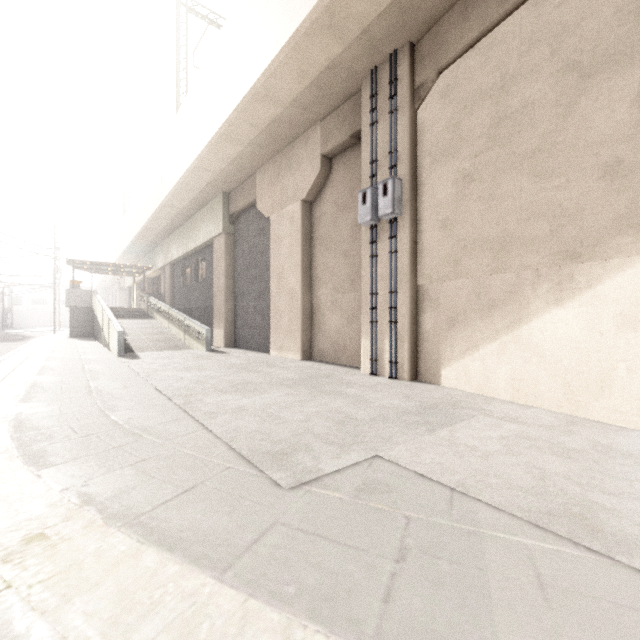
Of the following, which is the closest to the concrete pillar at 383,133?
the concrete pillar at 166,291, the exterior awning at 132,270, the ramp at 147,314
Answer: the ramp at 147,314

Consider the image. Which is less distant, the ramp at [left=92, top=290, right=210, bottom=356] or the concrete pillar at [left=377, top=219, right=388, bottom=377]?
the concrete pillar at [left=377, top=219, right=388, bottom=377]

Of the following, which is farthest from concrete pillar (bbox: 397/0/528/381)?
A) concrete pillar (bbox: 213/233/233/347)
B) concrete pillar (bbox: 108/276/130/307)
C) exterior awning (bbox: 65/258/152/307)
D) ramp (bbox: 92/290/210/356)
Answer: concrete pillar (bbox: 108/276/130/307)

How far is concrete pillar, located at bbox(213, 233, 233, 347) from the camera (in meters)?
14.48

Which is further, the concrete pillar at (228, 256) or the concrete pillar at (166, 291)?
the concrete pillar at (166, 291)

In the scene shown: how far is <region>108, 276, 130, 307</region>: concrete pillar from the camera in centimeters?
3822cm

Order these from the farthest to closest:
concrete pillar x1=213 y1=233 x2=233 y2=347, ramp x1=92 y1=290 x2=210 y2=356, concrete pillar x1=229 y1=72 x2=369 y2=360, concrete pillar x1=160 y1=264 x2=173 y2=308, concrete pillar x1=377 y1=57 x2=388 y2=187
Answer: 1. concrete pillar x1=160 y1=264 x2=173 y2=308
2. concrete pillar x1=213 y1=233 x2=233 y2=347
3. ramp x1=92 y1=290 x2=210 y2=356
4. concrete pillar x1=229 y1=72 x2=369 y2=360
5. concrete pillar x1=377 y1=57 x2=388 y2=187

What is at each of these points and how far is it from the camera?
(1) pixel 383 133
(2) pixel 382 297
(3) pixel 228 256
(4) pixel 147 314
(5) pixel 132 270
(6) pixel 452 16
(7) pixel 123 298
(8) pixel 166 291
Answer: (1) concrete pillar, 7.1m
(2) concrete pillar, 7.1m
(3) concrete pillar, 14.6m
(4) ramp, 21.9m
(5) exterior awning, 26.5m
(6) concrete pillar, 5.8m
(7) concrete pillar, 46.4m
(8) concrete pillar, 22.9m
